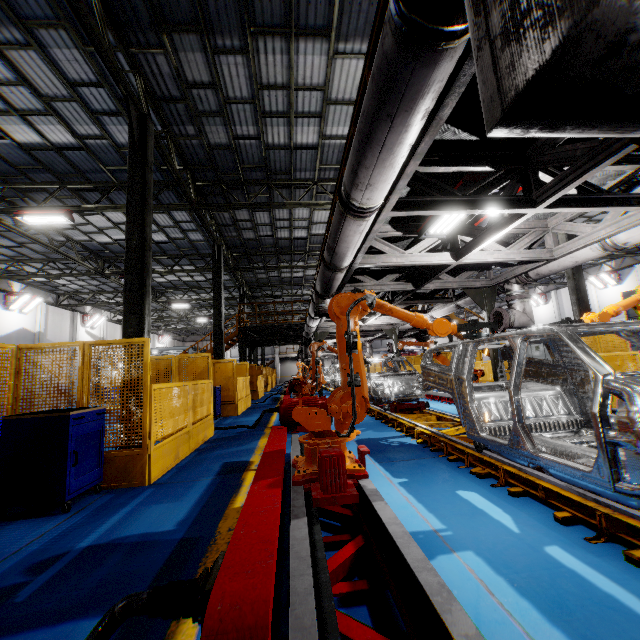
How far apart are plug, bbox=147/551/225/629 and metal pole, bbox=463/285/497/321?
7.75m

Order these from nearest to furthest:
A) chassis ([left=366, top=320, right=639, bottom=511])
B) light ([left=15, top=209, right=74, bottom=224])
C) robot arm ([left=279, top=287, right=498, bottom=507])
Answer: chassis ([left=366, top=320, right=639, bottom=511]) → robot arm ([left=279, top=287, right=498, bottom=507]) → light ([left=15, top=209, right=74, bottom=224])

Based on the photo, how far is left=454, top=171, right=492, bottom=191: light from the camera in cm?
436

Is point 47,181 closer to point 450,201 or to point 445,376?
point 450,201

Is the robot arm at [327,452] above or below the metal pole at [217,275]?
below

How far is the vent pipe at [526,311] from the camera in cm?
751

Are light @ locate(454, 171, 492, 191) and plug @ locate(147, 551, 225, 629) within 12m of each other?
yes

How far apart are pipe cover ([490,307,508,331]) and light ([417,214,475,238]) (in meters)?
2.86
